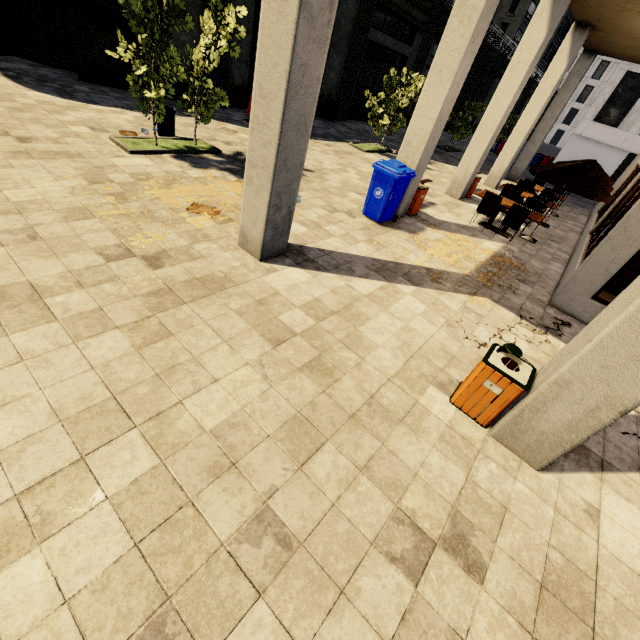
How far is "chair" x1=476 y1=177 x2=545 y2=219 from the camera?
9.18m

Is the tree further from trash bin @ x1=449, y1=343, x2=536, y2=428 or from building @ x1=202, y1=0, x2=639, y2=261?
trash bin @ x1=449, y1=343, x2=536, y2=428

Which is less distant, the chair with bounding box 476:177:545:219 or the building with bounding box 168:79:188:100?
the chair with bounding box 476:177:545:219

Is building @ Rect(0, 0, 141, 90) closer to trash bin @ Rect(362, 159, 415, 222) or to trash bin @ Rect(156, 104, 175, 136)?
trash bin @ Rect(362, 159, 415, 222)

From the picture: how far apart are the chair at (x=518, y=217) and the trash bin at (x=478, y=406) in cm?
680

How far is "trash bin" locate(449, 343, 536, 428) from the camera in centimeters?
349cm

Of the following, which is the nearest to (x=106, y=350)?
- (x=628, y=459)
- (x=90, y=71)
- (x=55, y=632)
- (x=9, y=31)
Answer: (x=55, y=632)

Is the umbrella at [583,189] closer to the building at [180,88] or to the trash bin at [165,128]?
the building at [180,88]
